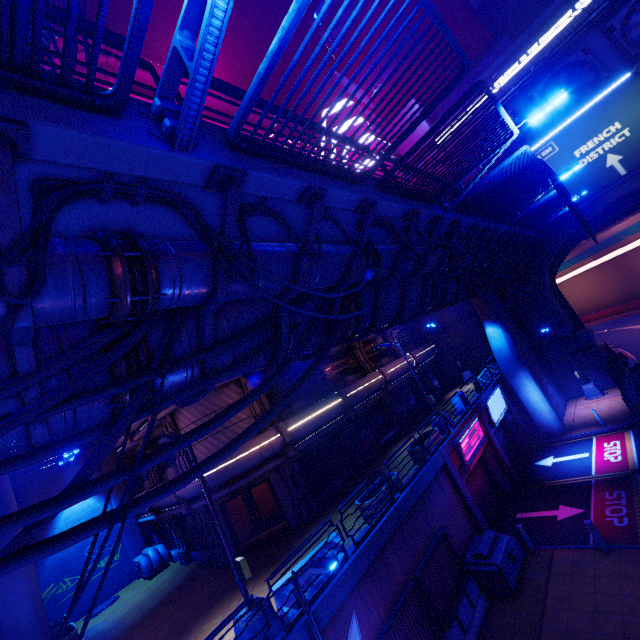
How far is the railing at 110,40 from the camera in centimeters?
355cm

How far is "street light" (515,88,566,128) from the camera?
6.82m

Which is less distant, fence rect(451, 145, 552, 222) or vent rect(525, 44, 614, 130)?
fence rect(451, 145, 552, 222)

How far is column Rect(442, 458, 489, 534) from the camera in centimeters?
1412cm

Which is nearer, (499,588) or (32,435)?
(32,435)

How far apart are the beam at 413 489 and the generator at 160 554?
15.8m

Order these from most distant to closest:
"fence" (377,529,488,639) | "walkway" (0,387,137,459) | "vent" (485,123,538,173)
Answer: "vent" (485,123,538,173), "fence" (377,529,488,639), "walkway" (0,387,137,459)

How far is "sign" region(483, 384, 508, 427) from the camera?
19.08m
